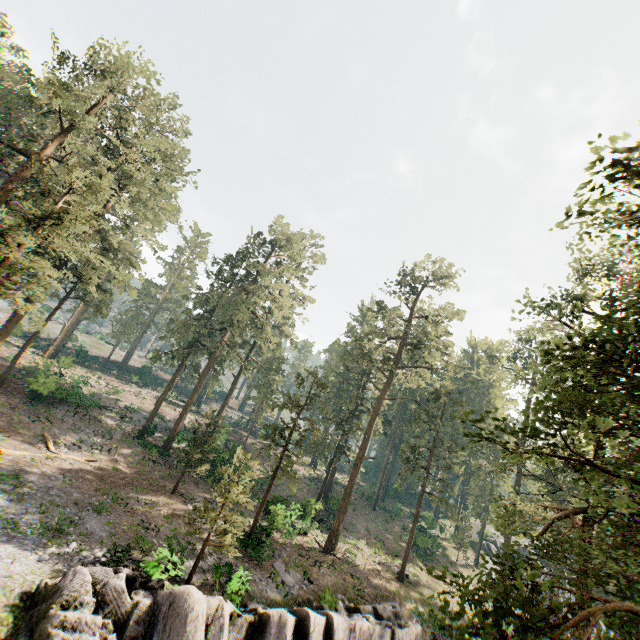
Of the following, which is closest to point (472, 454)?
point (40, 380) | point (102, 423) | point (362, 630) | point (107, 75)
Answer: point (362, 630)

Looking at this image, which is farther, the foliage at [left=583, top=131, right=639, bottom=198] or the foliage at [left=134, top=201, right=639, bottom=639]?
the foliage at [left=583, top=131, right=639, bottom=198]

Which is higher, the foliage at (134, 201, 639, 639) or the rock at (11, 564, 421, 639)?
the foliage at (134, 201, 639, 639)

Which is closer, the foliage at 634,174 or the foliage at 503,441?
the foliage at 503,441

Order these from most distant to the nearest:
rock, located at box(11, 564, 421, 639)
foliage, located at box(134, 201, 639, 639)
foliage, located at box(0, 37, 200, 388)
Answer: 1. foliage, located at box(0, 37, 200, 388)
2. rock, located at box(11, 564, 421, 639)
3. foliage, located at box(134, 201, 639, 639)

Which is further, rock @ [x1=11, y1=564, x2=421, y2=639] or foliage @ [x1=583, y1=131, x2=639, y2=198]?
rock @ [x1=11, y1=564, x2=421, y2=639]

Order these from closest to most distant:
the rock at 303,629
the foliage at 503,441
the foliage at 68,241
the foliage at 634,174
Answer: the foliage at 503,441, the foliage at 634,174, the rock at 303,629, the foliage at 68,241
